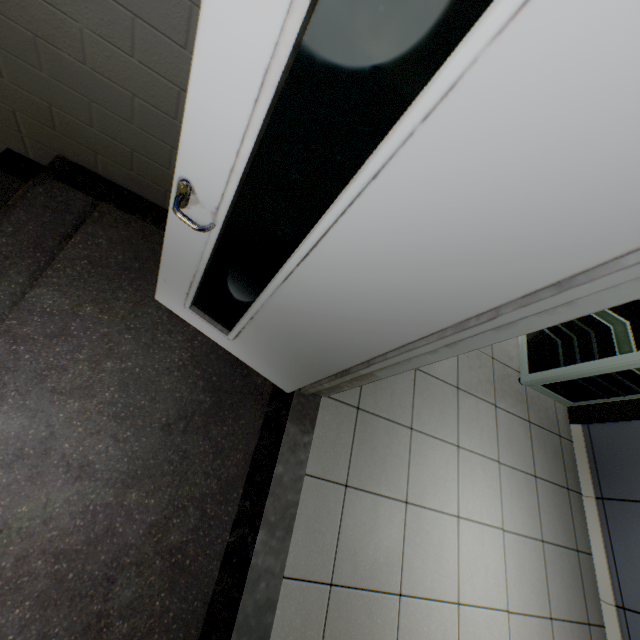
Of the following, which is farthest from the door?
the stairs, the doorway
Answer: the doorway

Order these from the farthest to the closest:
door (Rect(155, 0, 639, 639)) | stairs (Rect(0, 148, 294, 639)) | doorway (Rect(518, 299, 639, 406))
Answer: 1. doorway (Rect(518, 299, 639, 406))
2. stairs (Rect(0, 148, 294, 639))
3. door (Rect(155, 0, 639, 639))

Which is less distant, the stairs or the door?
the door

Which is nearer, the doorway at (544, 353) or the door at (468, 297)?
the door at (468, 297)

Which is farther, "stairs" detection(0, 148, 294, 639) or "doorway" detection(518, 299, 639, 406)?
"doorway" detection(518, 299, 639, 406)

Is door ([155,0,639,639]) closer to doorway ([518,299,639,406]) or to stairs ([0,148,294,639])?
stairs ([0,148,294,639])

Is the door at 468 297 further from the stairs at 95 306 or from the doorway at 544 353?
the doorway at 544 353

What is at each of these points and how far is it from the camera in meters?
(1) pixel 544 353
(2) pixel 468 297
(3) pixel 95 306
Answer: (1) doorway, 3.3
(2) door, 0.9
(3) stairs, 1.7
